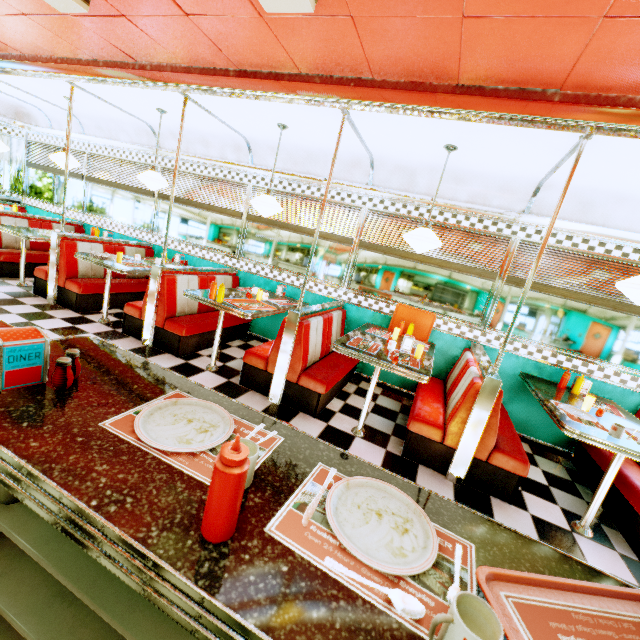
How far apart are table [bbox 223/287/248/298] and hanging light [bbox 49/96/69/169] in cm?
350

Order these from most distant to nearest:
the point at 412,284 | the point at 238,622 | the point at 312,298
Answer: the point at 312,298, the point at 412,284, the point at 238,622

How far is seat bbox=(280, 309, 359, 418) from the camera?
3.5m

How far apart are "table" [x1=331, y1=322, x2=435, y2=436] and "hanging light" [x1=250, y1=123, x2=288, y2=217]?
1.8m

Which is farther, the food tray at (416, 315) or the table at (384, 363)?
the food tray at (416, 315)

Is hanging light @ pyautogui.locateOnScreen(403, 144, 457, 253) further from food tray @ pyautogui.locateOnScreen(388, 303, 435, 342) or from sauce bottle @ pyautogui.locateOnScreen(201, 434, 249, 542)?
sauce bottle @ pyautogui.locateOnScreen(201, 434, 249, 542)

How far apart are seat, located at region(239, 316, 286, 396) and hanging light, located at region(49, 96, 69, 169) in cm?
457

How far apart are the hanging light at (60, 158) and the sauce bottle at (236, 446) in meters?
6.7 m
